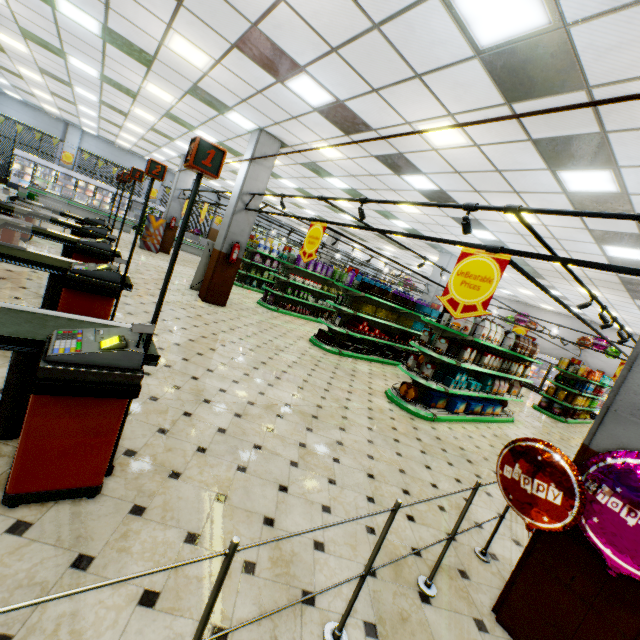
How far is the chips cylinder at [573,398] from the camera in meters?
12.7 m

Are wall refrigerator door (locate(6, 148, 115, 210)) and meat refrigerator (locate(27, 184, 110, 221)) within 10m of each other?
yes

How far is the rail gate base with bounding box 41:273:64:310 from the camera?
4.0m

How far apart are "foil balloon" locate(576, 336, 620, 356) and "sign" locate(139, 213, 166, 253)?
20.0m

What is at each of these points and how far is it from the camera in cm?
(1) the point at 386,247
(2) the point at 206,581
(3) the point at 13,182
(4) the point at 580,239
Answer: (1) building, 2042
(2) building, 199
(3) wall refrigerator door, 1961
(4) building, 770

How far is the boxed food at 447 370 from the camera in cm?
683

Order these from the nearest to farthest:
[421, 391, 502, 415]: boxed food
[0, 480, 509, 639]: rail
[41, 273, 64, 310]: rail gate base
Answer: [0, 480, 509, 639]: rail < [41, 273, 64, 310]: rail gate base < [421, 391, 502, 415]: boxed food

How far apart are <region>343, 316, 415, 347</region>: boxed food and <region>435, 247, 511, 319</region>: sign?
5.6 meters
